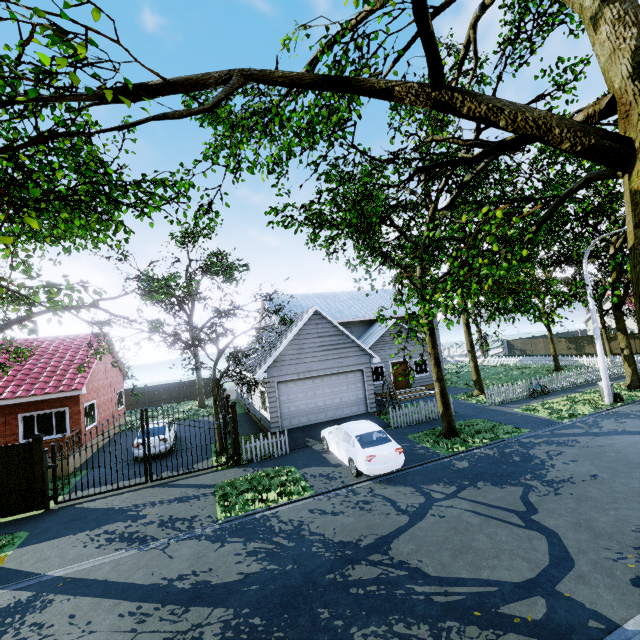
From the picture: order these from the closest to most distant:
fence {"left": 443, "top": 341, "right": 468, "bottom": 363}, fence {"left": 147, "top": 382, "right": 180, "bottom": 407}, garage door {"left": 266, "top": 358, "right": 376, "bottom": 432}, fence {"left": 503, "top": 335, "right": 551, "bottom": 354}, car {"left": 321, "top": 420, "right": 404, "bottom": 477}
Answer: car {"left": 321, "top": 420, "right": 404, "bottom": 477}
garage door {"left": 266, "top": 358, "right": 376, "bottom": 432}
fence {"left": 147, "top": 382, "right": 180, "bottom": 407}
fence {"left": 443, "top": 341, "right": 468, "bottom": 363}
fence {"left": 503, "top": 335, "right": 551, "bottom": 354}

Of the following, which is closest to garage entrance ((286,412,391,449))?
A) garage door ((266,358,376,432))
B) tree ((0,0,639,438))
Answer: garage door ((266,358,376,432))

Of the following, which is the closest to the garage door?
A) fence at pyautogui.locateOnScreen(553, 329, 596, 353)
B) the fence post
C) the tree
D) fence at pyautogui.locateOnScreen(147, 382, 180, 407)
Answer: the tree

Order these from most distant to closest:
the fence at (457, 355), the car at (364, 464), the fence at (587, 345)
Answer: the fence at (457, 355) < the fence at (587, 345) < the car at (364, 464)

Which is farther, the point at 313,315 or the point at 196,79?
the point at 313,315

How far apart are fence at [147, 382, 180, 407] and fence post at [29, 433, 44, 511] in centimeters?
2278cm

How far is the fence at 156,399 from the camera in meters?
32.9 m

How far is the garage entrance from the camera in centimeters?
1510cm
